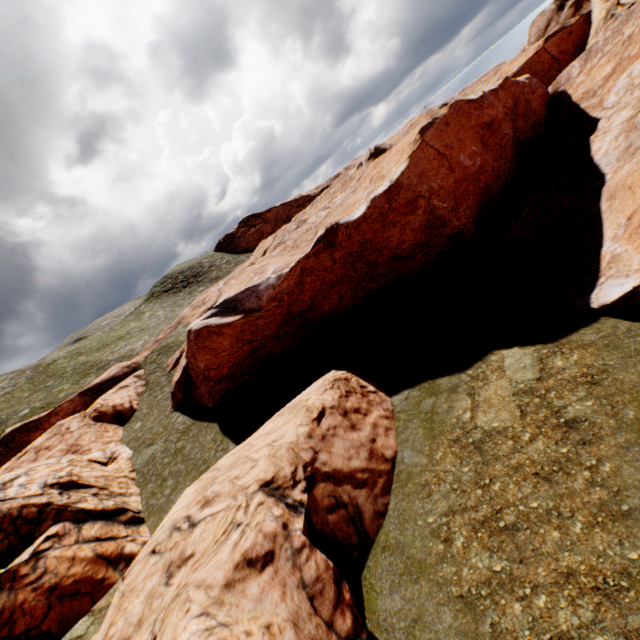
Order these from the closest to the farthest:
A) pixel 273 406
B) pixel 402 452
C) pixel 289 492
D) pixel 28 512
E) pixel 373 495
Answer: pixel 289 492 → pixel 373 495 → pixel 402 452 → pixel 28 512 → pixel 273 406
